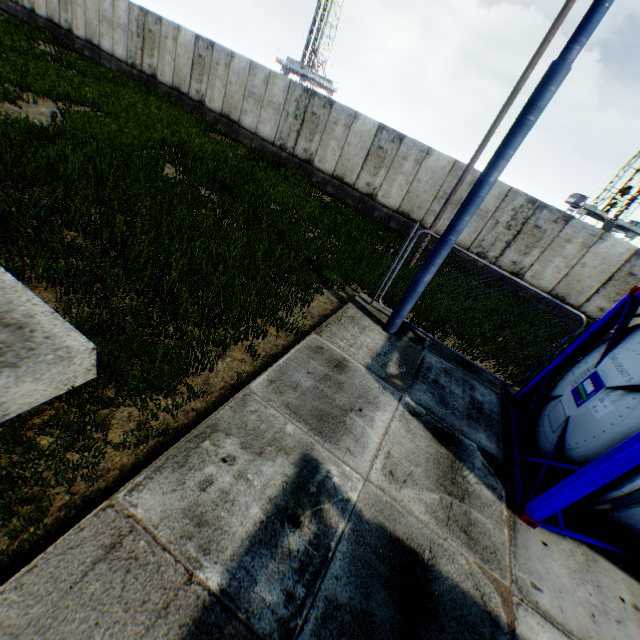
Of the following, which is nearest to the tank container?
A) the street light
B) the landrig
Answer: the street light

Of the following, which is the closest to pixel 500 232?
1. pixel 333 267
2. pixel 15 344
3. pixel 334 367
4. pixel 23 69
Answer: pixel 333 267

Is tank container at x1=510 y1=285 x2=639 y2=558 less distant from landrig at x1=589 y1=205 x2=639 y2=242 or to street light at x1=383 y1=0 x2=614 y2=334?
street light at x1=383 y1=0 x2=614 y2=334

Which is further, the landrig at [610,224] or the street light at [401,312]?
the landrig at [610,224]

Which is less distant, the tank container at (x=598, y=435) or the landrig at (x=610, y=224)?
the tank container at (x=598, y=435)

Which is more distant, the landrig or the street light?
the landrig
